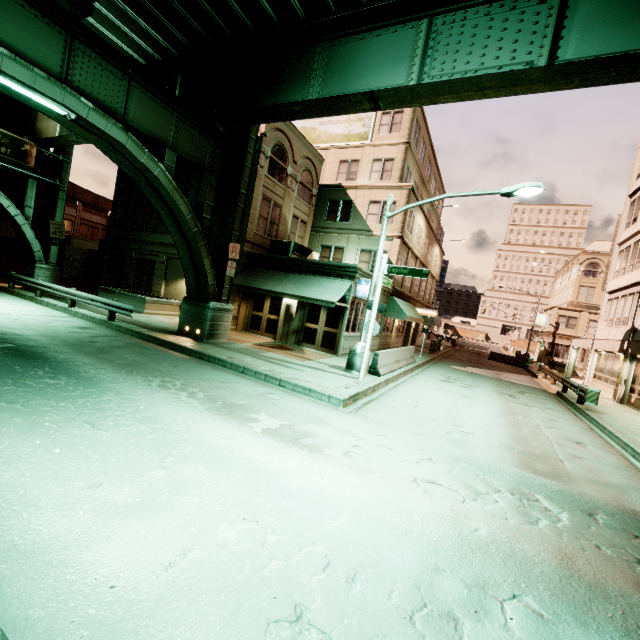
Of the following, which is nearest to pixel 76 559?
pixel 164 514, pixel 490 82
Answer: pixel 164 514

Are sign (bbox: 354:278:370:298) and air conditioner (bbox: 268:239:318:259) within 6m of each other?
yes

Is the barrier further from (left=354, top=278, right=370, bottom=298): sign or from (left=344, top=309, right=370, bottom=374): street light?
(left=354, top=278, right=370, bottom=298): sign

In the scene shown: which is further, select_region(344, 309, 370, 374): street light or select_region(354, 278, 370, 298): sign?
select_region(354, 278, 370, 298): sign

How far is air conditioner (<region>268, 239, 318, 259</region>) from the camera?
19.09m

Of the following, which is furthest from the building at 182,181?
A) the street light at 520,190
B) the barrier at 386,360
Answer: the street light at 520,190

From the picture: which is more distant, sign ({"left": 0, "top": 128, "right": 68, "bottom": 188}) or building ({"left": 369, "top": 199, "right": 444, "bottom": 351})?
building ({"left": 369, "top": 199, "right": 444, "bottom": 351})

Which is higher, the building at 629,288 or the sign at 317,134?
the sign at 317,134
